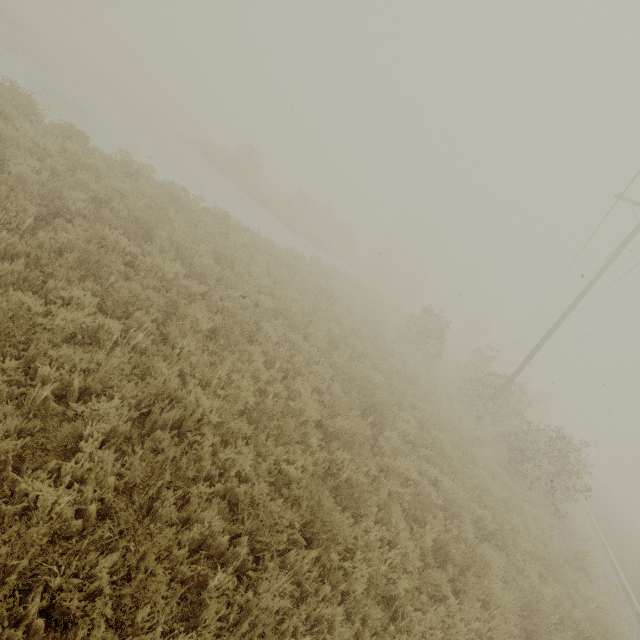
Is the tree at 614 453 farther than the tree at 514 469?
Yes

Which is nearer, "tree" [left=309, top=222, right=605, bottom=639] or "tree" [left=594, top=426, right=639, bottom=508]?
"tree" [left=309, top=222, right=605, bottom=639]

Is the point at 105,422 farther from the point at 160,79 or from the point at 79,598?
the point at 160,79
